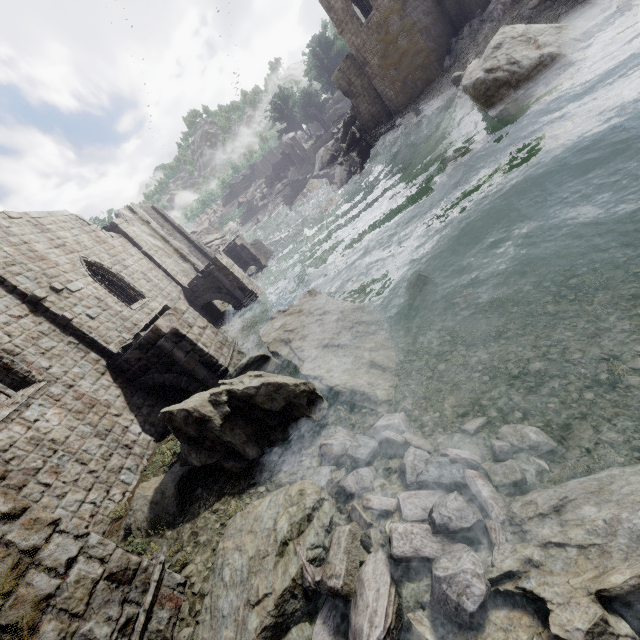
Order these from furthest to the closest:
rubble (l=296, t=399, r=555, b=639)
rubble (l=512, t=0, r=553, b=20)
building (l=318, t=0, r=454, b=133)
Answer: building (l=318, t=0, r=454, b=133), rubble (l=512, t=0, r=553, b=20), rubble (l=296, t=399, r=555, b=639)

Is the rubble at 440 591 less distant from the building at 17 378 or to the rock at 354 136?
the building at 17 378

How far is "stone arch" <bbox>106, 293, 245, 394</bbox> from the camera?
11.4m

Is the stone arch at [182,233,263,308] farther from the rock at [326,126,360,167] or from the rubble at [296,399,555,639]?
the rock at [326,126,360,167]

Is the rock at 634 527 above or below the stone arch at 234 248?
below

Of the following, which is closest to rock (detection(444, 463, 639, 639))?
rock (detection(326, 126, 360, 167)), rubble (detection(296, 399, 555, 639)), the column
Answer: rubble (detection(296, 399, 555, 639))

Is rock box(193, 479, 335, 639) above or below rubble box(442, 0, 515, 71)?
below

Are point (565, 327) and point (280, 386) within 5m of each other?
no
